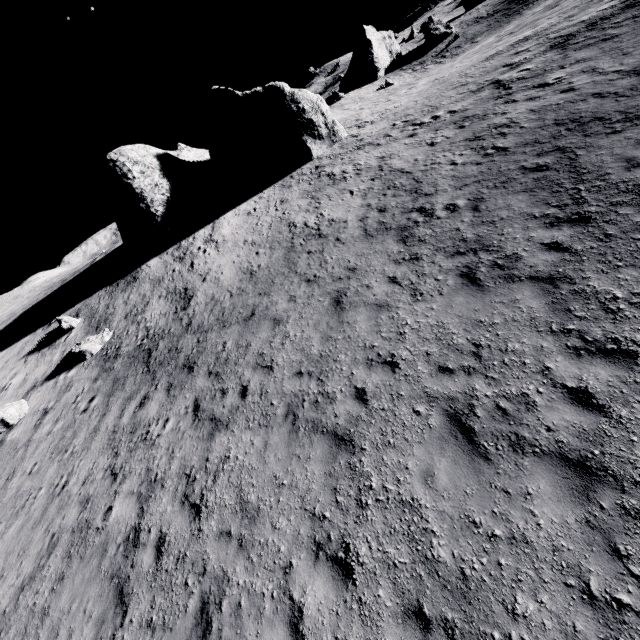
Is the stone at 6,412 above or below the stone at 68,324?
below

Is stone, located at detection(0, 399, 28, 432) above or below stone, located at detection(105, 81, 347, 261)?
below

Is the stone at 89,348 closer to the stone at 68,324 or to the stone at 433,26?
the stone at 68,324

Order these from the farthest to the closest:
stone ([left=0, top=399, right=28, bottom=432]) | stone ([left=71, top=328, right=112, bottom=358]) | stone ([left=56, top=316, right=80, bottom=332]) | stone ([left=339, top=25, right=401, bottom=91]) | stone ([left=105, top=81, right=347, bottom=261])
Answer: stone ([left=339, top=25, right=401, bottom=91]) < stone ([left=105, top=81, right=347, bottom=261]) < stone ([left=56, top=316, right=80, bottom=332]) < stone ([left=71, top=328, right=112, bottom=358]) < stone ([left=0, top=399, right=28, bottom=432])

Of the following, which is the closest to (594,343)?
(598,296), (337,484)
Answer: (598,296)

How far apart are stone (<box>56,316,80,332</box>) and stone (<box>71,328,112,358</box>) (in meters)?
3.44

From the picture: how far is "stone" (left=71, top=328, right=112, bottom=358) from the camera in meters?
17.0 m

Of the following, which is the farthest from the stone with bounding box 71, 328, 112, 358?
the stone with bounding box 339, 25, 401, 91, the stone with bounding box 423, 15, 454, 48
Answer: the stone with bounding box 423, 15, 454, 48
